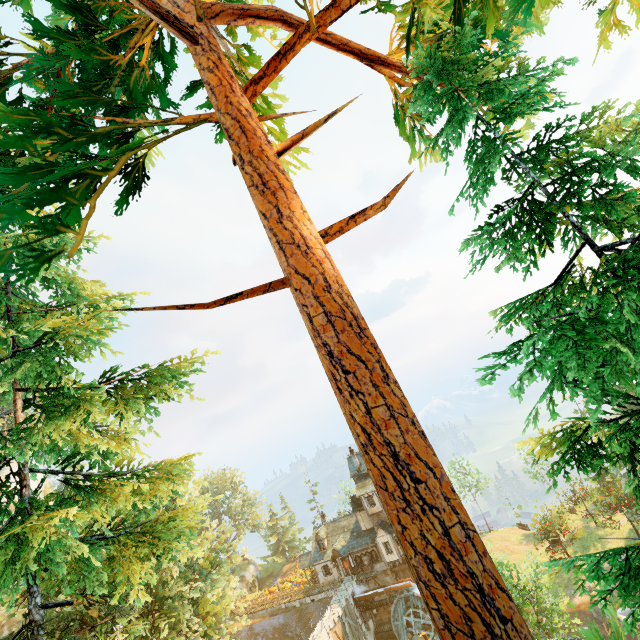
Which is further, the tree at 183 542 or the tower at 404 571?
the tower at 404 571

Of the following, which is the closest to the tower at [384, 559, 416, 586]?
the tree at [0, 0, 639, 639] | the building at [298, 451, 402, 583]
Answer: the building at [298, 451, 402, 583]

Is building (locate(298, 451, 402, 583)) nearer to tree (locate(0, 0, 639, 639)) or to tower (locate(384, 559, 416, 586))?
tower (locate(384, 559, 416, 586))

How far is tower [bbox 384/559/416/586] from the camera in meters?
40.9

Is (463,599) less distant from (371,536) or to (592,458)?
(592,458)

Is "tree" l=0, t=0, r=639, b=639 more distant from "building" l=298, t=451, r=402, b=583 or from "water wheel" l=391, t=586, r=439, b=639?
"water wheel" l=391, t=586, r=439, b=639

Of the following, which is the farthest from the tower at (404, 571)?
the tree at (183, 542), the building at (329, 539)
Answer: the tree at (183, 542)

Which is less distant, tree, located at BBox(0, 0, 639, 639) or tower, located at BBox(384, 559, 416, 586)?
tree, located at BBox(0, 0, 639, 639)
